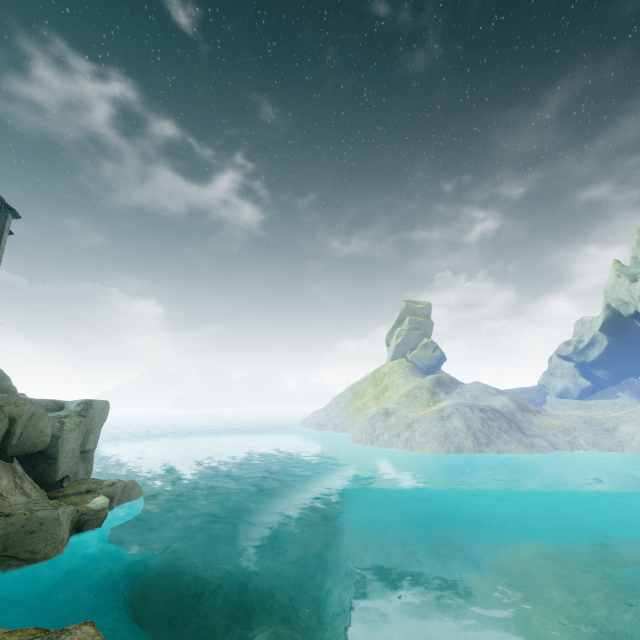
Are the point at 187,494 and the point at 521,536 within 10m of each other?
no

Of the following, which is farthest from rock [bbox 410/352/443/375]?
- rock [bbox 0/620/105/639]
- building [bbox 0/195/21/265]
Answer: rock [bbox 0/620/105/639]

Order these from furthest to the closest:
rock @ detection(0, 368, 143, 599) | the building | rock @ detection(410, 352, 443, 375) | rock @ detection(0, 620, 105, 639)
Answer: rock @ detection(410, 352, 443, 375) → the building → rock @ detection(0, 368, 143, 599) → rock @ detection(0, 620, 105, 639)

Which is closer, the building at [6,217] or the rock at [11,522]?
the rock at [11,522]

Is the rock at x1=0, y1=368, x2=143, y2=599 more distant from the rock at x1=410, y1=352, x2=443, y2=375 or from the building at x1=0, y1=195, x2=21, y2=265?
the rock at x1=410, y1=352, x2=443, y2=375

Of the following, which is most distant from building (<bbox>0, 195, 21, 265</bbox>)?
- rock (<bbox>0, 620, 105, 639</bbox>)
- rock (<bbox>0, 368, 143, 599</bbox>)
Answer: rock (<bbox>0, 620, 105, 639</bbox>)

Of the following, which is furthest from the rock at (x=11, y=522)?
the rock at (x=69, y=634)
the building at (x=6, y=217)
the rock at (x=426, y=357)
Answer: the rock at (x=426, y=357)

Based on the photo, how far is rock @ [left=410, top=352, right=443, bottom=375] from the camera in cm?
5816
